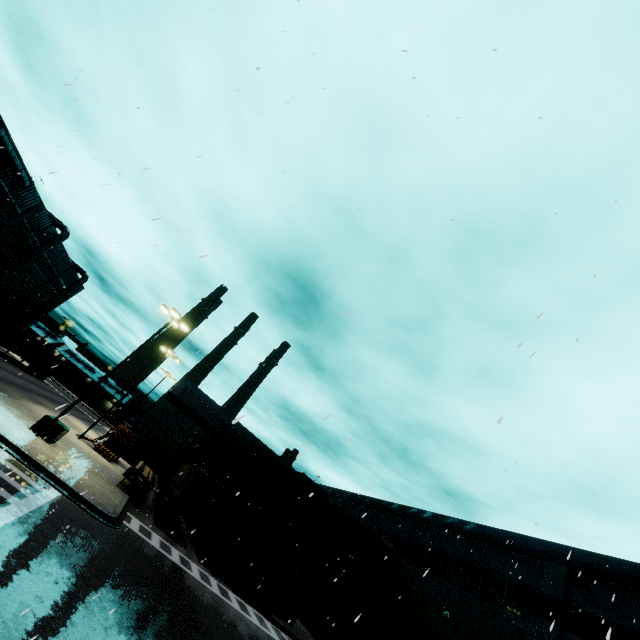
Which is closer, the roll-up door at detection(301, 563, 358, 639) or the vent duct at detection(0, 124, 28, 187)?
the roll-up door at detection(301, 563, 358, 639)

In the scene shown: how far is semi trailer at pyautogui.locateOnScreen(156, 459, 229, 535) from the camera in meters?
21.3

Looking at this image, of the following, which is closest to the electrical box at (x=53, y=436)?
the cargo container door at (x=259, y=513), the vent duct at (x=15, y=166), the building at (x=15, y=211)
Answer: the cargo container door at (x=259, y=513)

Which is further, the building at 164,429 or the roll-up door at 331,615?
the building at 164,429

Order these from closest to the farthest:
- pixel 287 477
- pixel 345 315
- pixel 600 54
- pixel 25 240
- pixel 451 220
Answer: pixel 451 220 → pixel 345 315 → pixel 600 54 → pixel 287 477 → pixel 25 240

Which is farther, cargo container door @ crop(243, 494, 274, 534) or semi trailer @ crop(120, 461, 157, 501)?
semi trailer @ crop(120, 461, 157, 501)

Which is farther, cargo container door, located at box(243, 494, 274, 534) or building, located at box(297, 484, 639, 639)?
cargo container door, located at box(243, 494, 274, 534)

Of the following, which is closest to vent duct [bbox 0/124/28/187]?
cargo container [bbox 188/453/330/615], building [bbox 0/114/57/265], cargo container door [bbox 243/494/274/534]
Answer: building [bbox 0/114/57/265]
